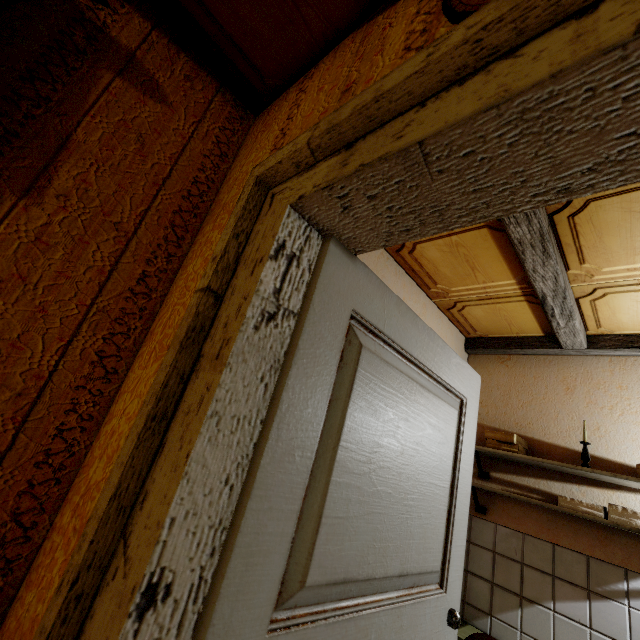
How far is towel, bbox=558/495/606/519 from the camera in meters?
1.9 m

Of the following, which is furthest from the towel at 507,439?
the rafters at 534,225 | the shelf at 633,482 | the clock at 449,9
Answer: the clock at 449,9

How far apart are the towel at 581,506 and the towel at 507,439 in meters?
0.3

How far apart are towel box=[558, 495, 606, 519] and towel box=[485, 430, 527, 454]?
0.3 meters

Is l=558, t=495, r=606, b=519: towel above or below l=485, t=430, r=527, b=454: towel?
below

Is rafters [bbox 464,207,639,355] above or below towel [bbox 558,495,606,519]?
above

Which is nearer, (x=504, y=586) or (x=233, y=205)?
(x=233, y=205)

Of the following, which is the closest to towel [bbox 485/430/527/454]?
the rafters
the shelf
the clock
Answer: the shelf
